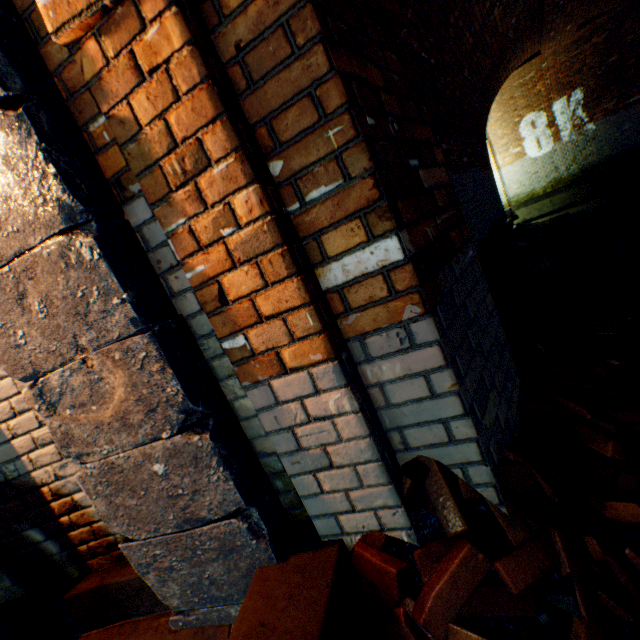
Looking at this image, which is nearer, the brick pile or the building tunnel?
the brick pile

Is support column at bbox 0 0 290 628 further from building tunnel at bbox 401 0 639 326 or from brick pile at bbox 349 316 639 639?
building tunnel at bbox 401 0 639 326

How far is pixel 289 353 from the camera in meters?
1.0

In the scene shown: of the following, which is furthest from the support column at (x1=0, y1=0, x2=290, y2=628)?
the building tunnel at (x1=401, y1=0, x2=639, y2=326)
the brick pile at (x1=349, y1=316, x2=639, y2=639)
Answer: the building tunnel at (x1=401, y1=0, x2=639, y2=326)

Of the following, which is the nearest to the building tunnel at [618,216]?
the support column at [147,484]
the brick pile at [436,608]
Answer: Answer: the brick pile at [436,608]

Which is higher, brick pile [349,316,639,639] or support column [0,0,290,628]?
support column [0,0,290,628]
